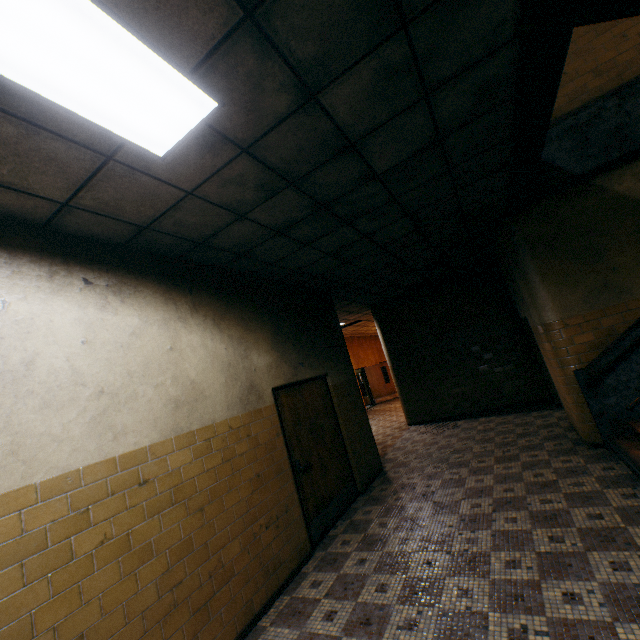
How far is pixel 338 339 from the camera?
7.0m

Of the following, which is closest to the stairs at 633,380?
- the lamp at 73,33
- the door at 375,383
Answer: the lamp at 73,33

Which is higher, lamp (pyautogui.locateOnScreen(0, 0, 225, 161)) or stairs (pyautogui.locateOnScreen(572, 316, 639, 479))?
lamp (pyautogui.locateOnScreen(0, 0, 225, 161))

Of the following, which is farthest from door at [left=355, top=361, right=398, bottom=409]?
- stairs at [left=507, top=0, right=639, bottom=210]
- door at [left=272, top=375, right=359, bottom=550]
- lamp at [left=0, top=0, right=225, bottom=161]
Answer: lamp at [left=0, top=0, right=225, bottom=161]

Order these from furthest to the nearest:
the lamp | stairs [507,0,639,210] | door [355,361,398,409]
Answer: door [355,361,398,409] < stairs [507,0,639,210] < the lamp

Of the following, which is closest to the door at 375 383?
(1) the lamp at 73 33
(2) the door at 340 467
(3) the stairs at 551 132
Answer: (2) the door at 340 467

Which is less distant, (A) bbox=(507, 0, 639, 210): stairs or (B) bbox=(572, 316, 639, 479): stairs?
(A) bbox=(507, 0, 639, 210): stairs
